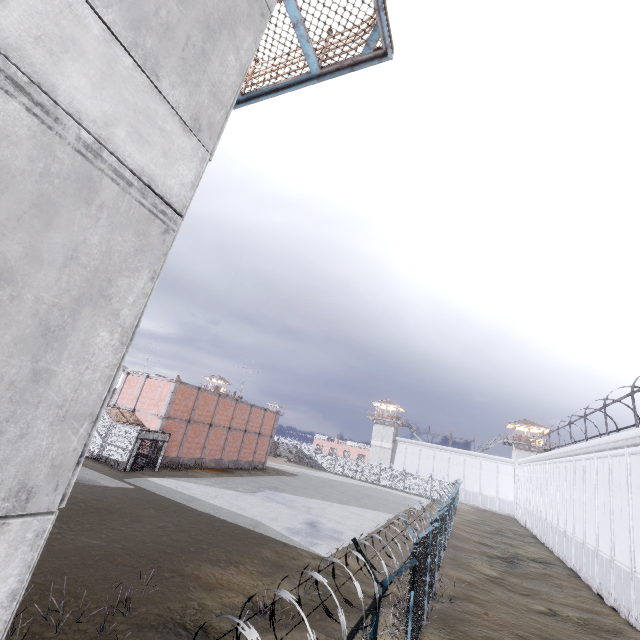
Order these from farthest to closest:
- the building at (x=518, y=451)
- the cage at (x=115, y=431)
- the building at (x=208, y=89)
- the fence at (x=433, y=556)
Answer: the building at (x=518, y=451) → the cage at (x=115, y=431) → the fence at (x=433, y=556) → the building at (x=208, y=89)

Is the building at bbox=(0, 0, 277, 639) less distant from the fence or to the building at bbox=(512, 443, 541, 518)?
the fence

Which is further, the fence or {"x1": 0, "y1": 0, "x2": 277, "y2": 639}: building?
the fence

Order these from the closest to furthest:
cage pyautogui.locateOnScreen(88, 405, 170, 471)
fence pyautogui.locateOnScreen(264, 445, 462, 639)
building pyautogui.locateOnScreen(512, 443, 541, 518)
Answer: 1. fence pyautogui.locateOnScreen(264, 445, 462, 639)
2. cage pyautogui.locateOnScreen(88, 405, 170, 471)
3. building pyautogui.locateOnScreen(512, 443, 541, 518)

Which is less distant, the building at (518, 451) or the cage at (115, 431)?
the cage at (115, 431)

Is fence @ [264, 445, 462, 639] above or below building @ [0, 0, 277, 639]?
below

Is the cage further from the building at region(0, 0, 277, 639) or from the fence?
the building at region(0, 0, 277, 639)

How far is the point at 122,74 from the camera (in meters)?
3.00
